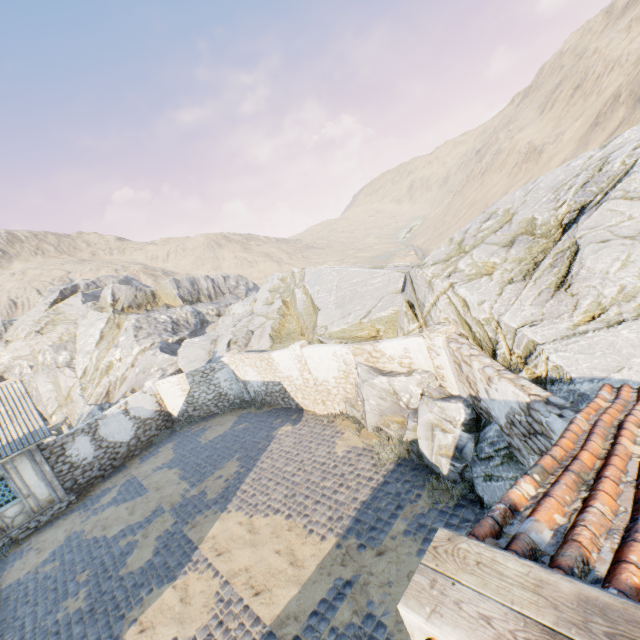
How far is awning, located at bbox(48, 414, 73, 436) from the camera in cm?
1847

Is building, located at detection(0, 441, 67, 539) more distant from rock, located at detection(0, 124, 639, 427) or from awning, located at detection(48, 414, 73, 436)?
rock, located at detection(0, 124, 639, 427)

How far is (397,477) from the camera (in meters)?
8.58

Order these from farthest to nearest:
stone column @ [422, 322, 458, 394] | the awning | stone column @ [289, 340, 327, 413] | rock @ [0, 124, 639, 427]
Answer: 1. the awning
2. stone column @ [289, 340, 327, 413]
3. stone column @ [422, 322, 458, 394]
4. rock @ [0, 124, 639, 427]

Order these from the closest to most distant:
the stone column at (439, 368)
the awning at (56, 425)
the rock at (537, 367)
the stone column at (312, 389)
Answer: the rock at (537, 367)
the stone column at (439, 368)
the stone column at (312, 389)
the awning at (56, 425)

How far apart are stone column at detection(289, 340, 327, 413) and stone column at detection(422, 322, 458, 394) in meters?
5.6

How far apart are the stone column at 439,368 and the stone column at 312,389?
5.6 meters

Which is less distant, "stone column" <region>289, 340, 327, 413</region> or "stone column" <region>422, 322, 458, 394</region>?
"stone column" <region>422, 322, 458, 394</region>
